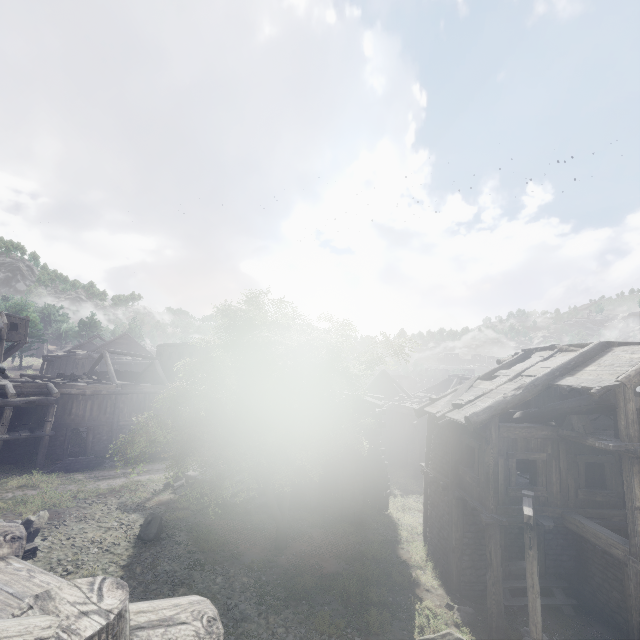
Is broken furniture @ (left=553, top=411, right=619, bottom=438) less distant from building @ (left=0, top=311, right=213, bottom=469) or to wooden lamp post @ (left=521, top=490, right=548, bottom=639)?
building @ (left=0, top=311, right=213, bottom=469)

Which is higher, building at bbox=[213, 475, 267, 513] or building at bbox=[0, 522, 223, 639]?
building at bbox=[0, 522, 223, 639]

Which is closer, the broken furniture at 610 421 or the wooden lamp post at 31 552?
the wooden lamp post at 31 552

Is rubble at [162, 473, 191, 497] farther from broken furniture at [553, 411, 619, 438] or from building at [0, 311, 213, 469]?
broken furniture at [553, 411, 619, 438]

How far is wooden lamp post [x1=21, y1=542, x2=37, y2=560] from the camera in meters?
5.5 m

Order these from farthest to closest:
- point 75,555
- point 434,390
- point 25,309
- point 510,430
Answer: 1. point 25,309
2. point 434,390
3. point 75,555
4. point 510,430

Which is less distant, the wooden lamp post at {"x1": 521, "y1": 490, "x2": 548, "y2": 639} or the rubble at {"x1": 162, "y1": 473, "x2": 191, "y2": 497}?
the wooden lamp post at {"x1": 521, "y1": 490, "x2": 548, "y2": 639}

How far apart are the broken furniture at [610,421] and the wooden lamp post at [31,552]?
14.05m
